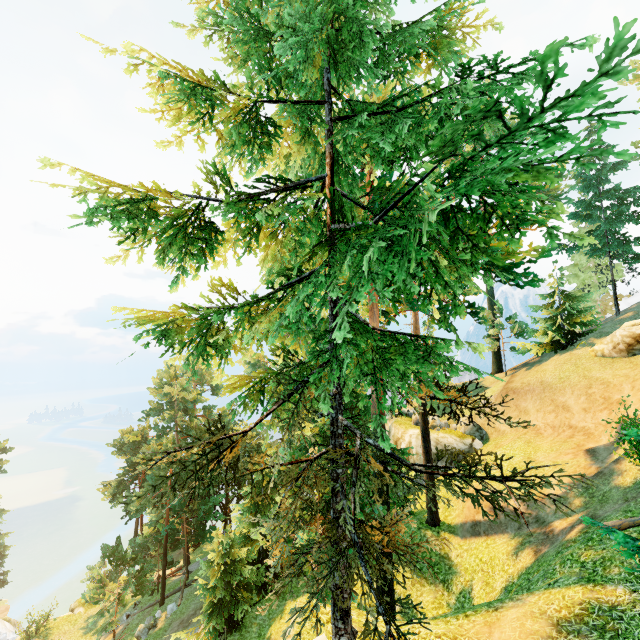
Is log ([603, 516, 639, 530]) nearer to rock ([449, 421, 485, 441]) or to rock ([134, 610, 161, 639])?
rock ([449, 421, 485, 441])

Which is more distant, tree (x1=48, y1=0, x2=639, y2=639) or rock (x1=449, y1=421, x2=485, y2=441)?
rock (x1=449, y1=421, x2=485, y2=441)

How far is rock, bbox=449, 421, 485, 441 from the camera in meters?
28.4

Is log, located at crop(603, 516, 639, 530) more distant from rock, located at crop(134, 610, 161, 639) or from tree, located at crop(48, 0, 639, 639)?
rock, located at crop(134, 610, 161, 639)

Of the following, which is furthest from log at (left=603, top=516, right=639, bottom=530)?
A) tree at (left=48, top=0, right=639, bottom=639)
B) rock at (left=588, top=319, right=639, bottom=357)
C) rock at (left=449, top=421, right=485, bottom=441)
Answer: rock at (left=449, top=421, right=485, bottom=441)

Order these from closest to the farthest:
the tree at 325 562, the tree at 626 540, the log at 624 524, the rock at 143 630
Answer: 1. the tree at 325 562
2. the tree at 626 540
3. the log at 624 524
4. the rock at 143 630

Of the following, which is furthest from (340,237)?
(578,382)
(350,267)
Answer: (578,382)

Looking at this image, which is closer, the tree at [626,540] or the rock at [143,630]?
the tree at [626,540]
